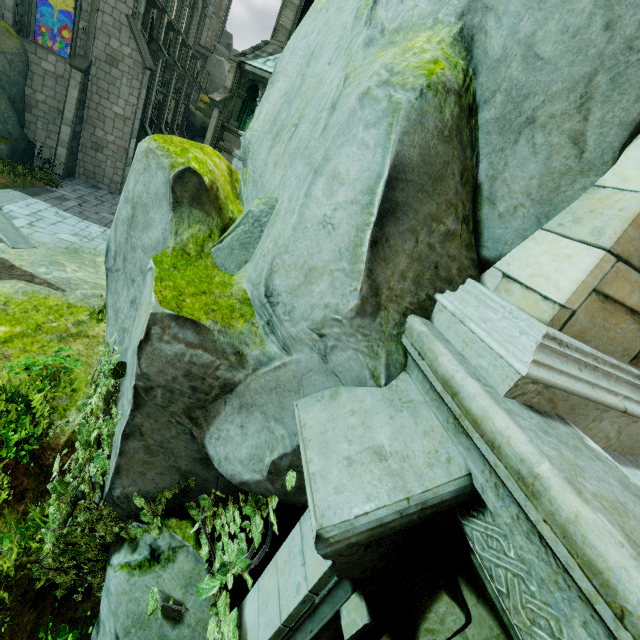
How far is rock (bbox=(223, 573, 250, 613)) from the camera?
3.26m

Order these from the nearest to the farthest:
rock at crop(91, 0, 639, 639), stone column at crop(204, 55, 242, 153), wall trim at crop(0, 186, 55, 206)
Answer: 1. rock at crop(91, 0, 639, 639)
2. wall trim at crop(0, 186, 55, 206)
3. stone column at crop(204, 55, 242, 153)

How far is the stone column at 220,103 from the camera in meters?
14.5

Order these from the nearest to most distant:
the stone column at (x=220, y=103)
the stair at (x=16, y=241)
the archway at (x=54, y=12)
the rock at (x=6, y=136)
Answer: the stair at (x=16, y=241)
the stone column at (x=220, y=103)
the rock at (x=6, y=136)
the archway at (x=54, y=12)

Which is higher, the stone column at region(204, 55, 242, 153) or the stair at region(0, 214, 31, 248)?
the stone column at region(204, 55, 242, 153)

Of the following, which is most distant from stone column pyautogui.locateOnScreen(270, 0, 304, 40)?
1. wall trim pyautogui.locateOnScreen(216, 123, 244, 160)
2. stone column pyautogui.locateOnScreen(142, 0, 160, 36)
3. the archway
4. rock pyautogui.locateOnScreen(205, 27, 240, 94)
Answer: rock pyautogui.locateOnScreen(205, 27, 240, 94)

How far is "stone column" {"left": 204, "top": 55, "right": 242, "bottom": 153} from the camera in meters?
14.5 m

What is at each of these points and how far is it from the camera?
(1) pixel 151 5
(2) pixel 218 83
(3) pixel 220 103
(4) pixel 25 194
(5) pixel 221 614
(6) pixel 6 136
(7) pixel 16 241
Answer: (1) stone column, 23.2 meters
(2) rock, 53.4 meters
(3) stone column, 14.6 meters
(4) wall trim, 15.1 meters
(5) plant, 2.9 meters
(6) rock, 16.1 meters
(7) stair, 11.6 meters
